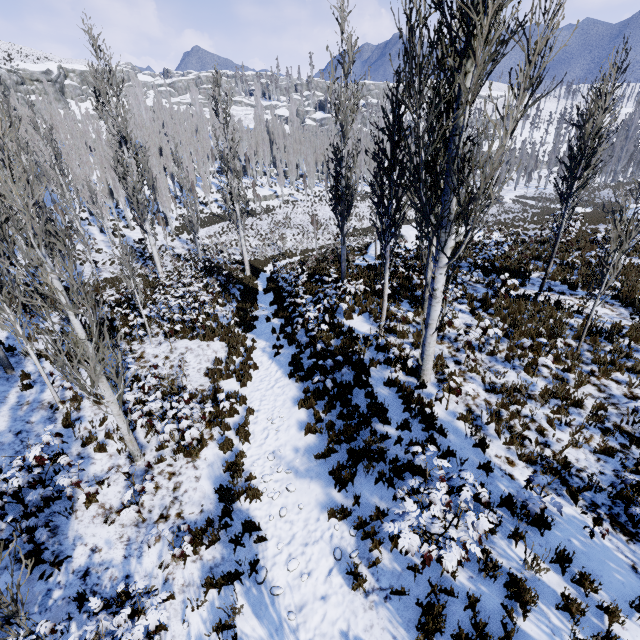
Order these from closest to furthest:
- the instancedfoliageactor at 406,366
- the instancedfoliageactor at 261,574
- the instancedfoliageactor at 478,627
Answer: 1. the instancedfoliageactor at 478,627
2. the instancedfoliageactor at 406,366
3. the instancedfoliageactor at 261,574

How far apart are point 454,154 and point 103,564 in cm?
962

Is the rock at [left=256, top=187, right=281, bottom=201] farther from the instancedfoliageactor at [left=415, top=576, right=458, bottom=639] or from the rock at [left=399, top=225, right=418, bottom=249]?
the rock at [left=399, top=225, right=418, bottom=249]

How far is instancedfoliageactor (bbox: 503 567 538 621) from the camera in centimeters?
420cm

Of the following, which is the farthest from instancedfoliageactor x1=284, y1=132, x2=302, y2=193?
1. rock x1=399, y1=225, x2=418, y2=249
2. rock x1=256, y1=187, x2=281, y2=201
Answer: rock x1=399, y1=225, x2=418, y2=249

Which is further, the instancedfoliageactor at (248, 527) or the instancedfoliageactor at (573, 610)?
the instancedfoliageactor at (248, 527)

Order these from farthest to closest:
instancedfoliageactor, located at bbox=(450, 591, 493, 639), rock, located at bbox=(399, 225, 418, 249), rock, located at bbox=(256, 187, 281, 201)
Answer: rock, located at bbox=(256, 187, 281, 201) < rock, located at bbox=(399, 225, 418, 249) < instancedfoliageactor, located at bbox=(450, 591, 493, 639)

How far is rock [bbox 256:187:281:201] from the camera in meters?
52.5
